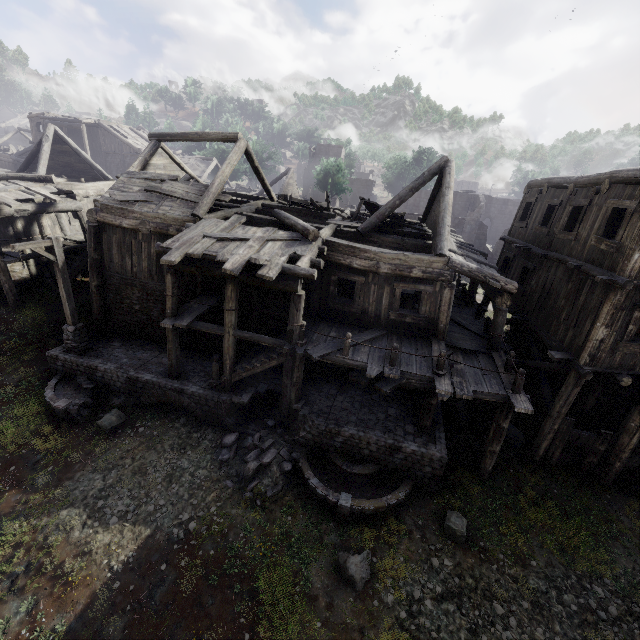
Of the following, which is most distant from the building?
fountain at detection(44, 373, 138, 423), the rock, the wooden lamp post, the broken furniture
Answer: the rock

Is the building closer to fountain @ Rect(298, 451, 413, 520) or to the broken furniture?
the broken furniture

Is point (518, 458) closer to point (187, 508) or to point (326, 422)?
point (326, 422)

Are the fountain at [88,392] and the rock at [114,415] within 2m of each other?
yes

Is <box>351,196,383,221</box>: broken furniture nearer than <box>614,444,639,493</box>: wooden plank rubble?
No

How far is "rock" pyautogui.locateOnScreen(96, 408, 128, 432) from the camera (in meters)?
11.63

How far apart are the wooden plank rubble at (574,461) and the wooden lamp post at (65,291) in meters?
18.4

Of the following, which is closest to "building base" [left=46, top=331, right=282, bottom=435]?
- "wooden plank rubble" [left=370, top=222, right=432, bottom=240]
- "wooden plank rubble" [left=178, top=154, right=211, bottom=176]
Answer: "wooden plank rubble" [left=370, top=222, right=432, bottom=240]
